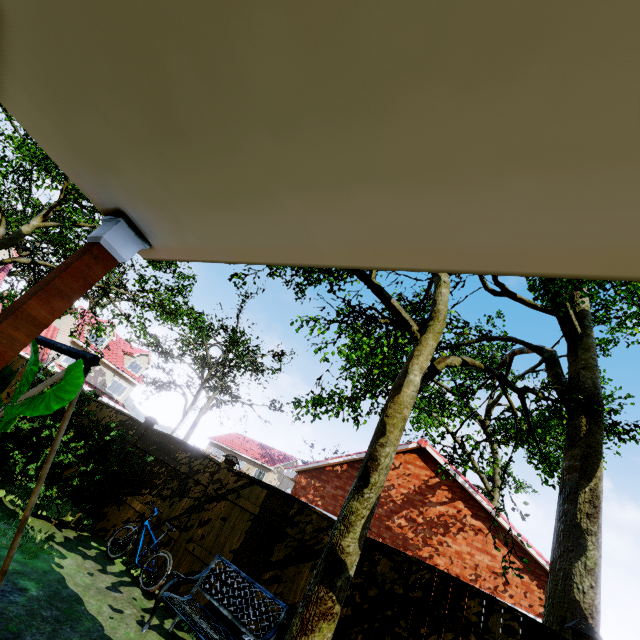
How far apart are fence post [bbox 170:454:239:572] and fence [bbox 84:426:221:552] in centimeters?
1cm

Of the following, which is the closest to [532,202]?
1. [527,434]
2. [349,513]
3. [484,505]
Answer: [349,513]

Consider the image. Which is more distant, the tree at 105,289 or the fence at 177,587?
the tree at 105,289

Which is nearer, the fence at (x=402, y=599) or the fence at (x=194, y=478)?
the fence at (x=402, y=599)

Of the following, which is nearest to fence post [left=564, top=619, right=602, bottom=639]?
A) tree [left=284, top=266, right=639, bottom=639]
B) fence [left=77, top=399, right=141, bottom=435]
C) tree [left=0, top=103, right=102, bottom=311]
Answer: tree [left=0, top=103, right=102, bottom=311]

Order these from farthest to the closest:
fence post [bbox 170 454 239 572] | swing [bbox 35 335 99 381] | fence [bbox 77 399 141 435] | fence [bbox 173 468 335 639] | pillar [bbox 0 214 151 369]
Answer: fence [bbox 77 399 141 435] → fence post [bbox 170 454 239 572] → fence [bbox 173 468 335 639] → swing [bbox 35 335 99 381] → pillar [bbox 0 214 151 369]

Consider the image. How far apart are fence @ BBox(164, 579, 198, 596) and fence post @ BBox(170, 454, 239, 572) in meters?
0.0

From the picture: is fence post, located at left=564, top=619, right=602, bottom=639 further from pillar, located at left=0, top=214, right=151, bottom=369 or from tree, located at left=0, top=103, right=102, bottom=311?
pillar, located at left=0, top=214, right=151, bottom=369
